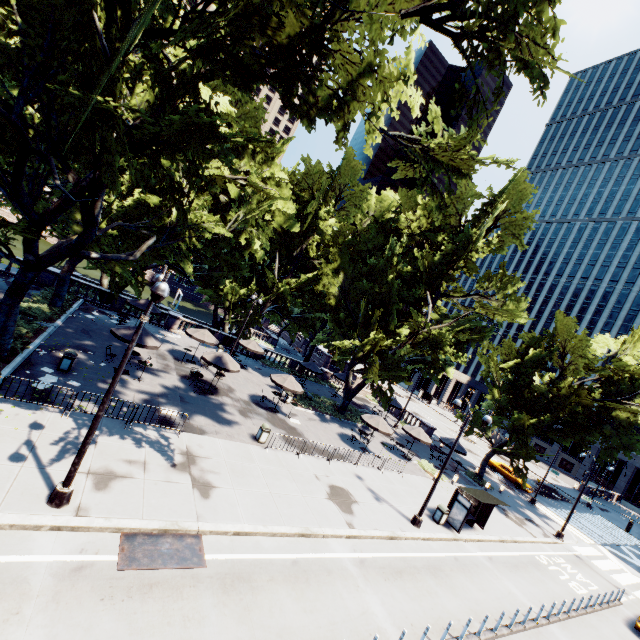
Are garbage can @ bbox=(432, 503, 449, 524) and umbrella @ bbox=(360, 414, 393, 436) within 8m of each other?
yes

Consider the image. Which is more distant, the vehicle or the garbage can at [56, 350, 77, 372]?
the vehicle

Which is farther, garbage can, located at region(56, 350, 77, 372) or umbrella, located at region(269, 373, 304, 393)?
umbrella, located at region(269, 373, 304, 393)

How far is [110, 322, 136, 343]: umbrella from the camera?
17.72m

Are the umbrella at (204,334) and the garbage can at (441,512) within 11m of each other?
no

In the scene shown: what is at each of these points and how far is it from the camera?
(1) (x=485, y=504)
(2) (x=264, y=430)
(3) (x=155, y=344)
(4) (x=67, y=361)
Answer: (1) bus stop, 20.78m
(2) garbage can, 18.38m
(3) umbrella, 18.86m
(4) garbage can, 16.09m

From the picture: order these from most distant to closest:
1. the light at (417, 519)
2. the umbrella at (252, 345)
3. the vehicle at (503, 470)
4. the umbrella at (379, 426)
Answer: the vehicle at (503, 470), the umbrella at (252, 345), the umbrella at (379, 426), the light at (417, 519)

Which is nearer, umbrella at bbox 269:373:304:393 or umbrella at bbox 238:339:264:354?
umbrella at bbox 269:373:304:393
